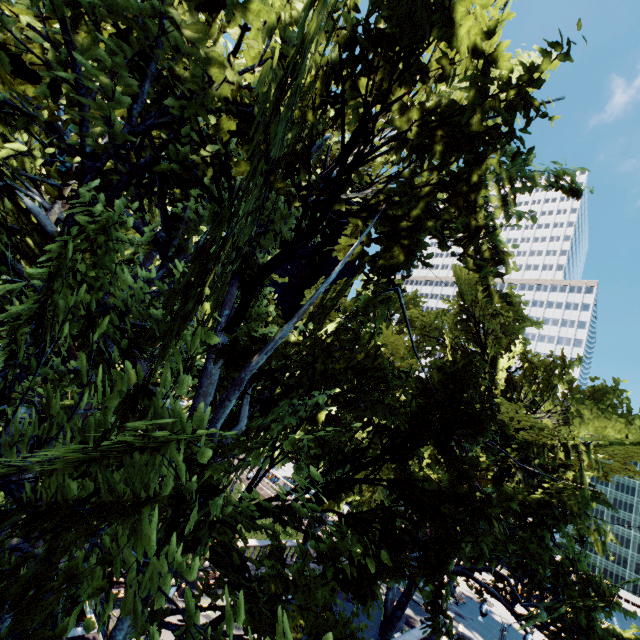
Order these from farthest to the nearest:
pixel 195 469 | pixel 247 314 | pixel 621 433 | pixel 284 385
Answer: pixel 621 433 < pixel 247 314 < pixel 284 385 < pixel 195 469
